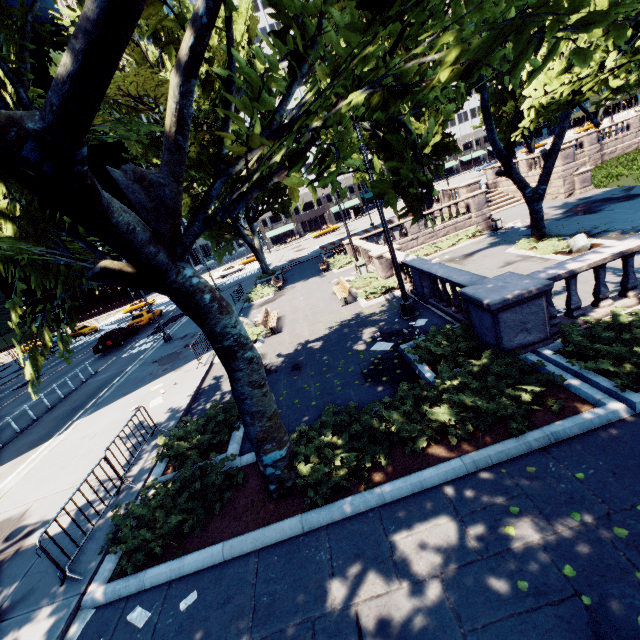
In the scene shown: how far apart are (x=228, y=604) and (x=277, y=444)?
2.35m

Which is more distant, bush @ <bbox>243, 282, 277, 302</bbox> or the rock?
bush @ <bbox>243, 282, 277, 302</bbox>

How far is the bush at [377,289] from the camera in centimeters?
1536cm

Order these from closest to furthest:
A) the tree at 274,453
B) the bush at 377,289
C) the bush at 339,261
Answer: the tree at 274,453 → the bush at 377,289 → the bush at 339,261

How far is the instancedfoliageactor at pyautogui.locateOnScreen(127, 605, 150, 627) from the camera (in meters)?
4.96

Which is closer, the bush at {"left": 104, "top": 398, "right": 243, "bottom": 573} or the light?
the bush at {"left": 104, "top": 398, "right": 243, "bottom": 573}

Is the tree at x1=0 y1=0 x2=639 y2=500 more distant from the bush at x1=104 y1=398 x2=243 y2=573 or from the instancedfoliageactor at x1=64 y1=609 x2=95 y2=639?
the instancedfoliageactor at x1=64 y1=609 x2=95 y2=639

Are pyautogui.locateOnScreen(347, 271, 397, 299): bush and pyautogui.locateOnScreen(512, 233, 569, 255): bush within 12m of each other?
yes
